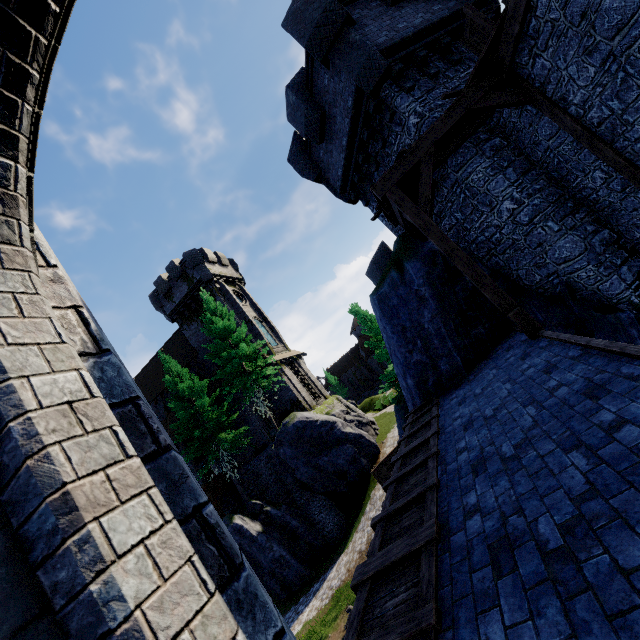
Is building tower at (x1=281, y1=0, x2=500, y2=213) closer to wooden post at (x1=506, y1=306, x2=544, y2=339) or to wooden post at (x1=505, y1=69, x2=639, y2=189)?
wooden post at (x1=505, y1=69, x2=639, y2=189)

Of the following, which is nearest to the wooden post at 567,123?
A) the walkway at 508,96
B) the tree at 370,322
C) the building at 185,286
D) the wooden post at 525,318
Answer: the walkway at 508,96

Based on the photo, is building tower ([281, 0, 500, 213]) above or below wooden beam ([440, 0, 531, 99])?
above

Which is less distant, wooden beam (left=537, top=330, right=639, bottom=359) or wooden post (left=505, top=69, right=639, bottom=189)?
wooden beam (left=537, top=330, right=639, bottom=359)

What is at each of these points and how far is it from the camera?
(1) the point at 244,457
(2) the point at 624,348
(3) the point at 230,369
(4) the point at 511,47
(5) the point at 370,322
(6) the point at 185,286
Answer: (1) building, 27.64m
(2) wooden beam, 3.61m
(3) tree, 22.94m
(4) wooden beam, 6.22m
(5) tree, 21.75m
(6) building, 32.56m

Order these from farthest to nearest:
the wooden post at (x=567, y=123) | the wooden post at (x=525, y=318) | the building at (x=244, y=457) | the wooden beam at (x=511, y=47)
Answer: the building at (x=244, y=457) → the wooden post at (x=525, y=318) → the wooden post at (x=567, y=123) → the wooden beam at (x=511, y=47)

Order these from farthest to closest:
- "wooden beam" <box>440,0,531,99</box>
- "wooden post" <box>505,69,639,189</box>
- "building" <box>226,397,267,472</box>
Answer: "building" <box>226,397,267,472</box> < "wooden post" <box>505,69,639,189</box> < "wooden beam" <box>440,0,531,99</box>

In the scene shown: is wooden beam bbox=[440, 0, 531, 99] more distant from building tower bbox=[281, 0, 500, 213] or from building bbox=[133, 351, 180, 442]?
building bbox=[133, 351, 180, 442]
